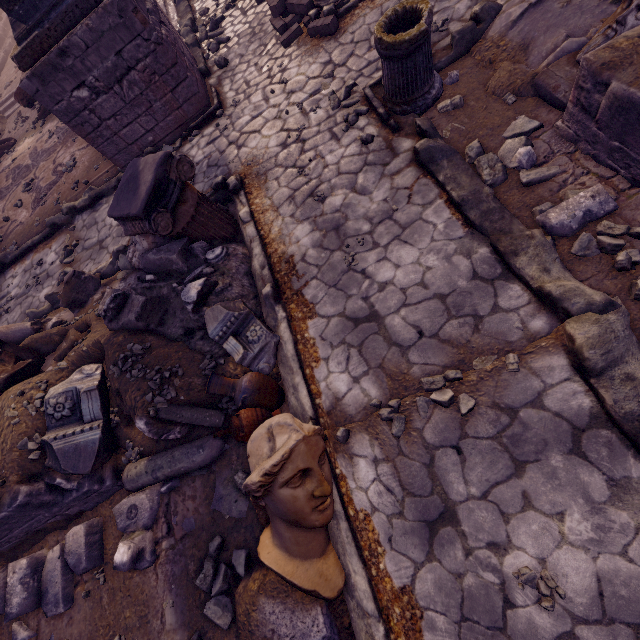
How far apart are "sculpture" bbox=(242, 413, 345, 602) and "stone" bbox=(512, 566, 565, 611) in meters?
1.2 m

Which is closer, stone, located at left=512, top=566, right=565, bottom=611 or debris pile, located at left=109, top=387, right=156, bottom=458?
stone, located at left=512, top=566, right=565, bottom=611

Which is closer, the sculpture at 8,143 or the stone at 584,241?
the stone at 584,241

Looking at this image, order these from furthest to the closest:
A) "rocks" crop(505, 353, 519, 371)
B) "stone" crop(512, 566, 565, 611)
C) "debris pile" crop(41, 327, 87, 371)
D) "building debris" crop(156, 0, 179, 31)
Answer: "building debris" crop(156, 0, 179, 31) < "debris pile" crop(41, 327, 87, 371) < "rocks" crop(505, 353, 519, 371) < "stone" crop(512, 566, 565, 611)

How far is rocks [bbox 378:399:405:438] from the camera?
2.9m

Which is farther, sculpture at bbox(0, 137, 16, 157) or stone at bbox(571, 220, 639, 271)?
sculpture at bbox(0, 137, 16, 157)

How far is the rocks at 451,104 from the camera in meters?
4.0

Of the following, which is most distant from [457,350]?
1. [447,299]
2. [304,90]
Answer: [304,90]
